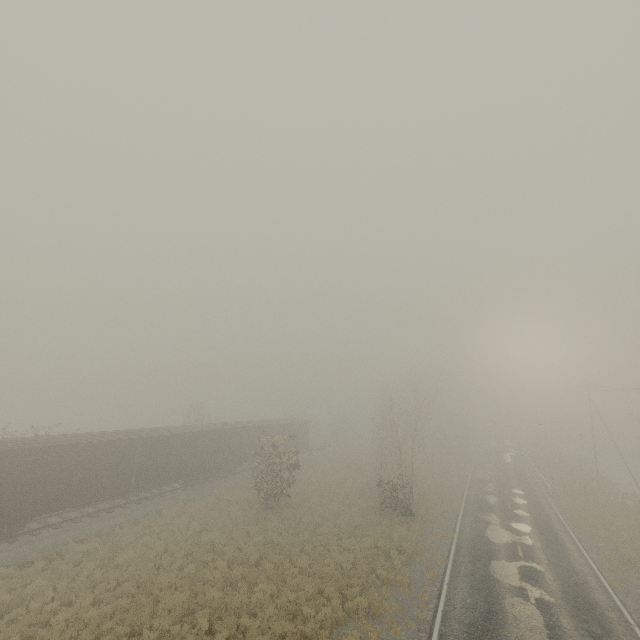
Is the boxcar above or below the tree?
below

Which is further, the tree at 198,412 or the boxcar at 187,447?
the tree at 198,412

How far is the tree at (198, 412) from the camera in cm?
4320

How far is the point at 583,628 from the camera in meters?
12.9 m

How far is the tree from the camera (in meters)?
43.20

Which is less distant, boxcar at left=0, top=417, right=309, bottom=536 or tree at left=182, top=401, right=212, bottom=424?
boxcar at left=0, top=417, right=309, bottom=536
